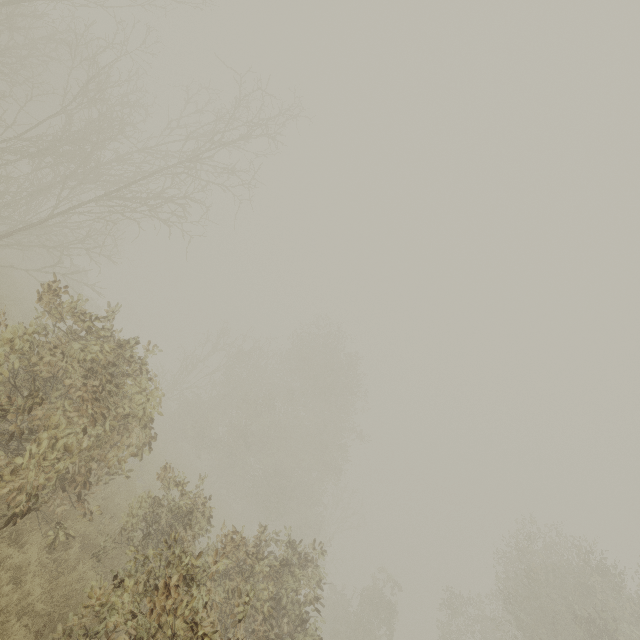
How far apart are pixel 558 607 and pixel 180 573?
15.86m
